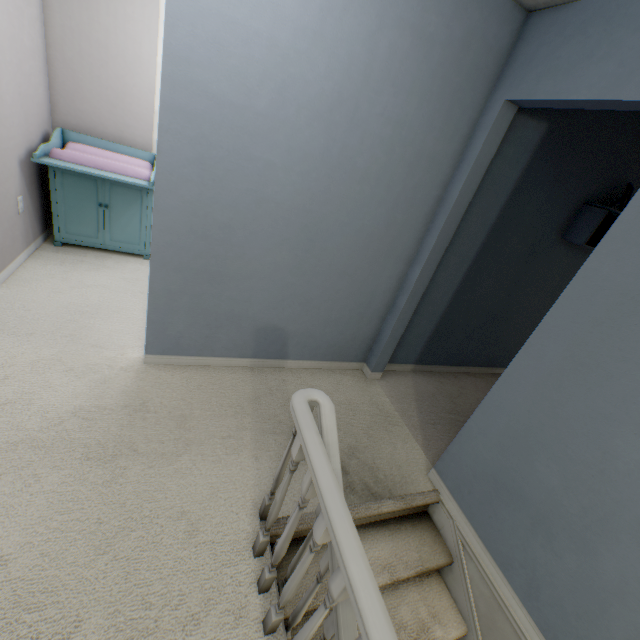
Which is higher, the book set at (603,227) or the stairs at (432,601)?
the book set at (603,227)

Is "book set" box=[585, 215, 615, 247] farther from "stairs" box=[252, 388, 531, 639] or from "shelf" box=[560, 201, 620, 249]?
"stairs" box=[252, 388, 531, 639]

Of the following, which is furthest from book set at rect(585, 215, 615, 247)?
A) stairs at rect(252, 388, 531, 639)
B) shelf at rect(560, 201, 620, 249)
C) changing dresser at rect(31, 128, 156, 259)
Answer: changing dresser at rect(31, 128, 156, 259)

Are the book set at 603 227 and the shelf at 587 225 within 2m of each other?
yes

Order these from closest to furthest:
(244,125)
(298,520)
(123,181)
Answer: (298,520) < (244,125) < (123,181)

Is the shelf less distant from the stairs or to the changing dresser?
the stairs

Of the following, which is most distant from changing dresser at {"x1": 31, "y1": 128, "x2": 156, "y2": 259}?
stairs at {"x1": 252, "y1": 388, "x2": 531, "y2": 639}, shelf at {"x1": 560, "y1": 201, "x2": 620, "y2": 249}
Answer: A: shelf at {"x1": 560, "y1": 201, "x2": 620, "y2": 249}
